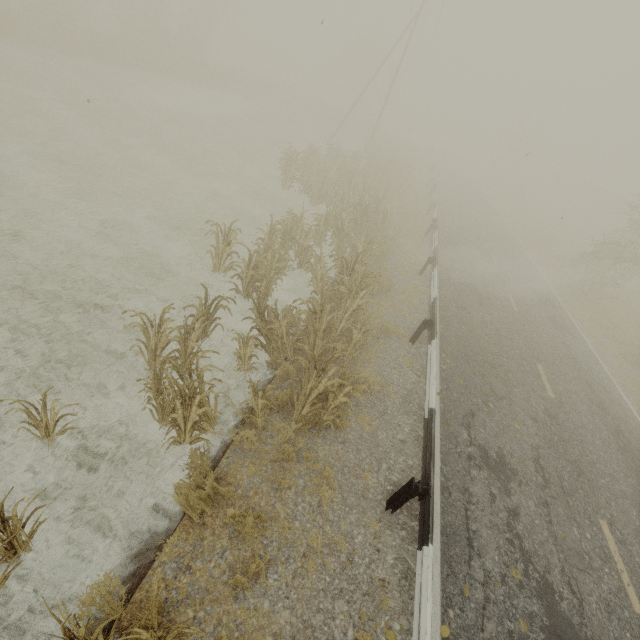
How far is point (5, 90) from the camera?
14.4 meters

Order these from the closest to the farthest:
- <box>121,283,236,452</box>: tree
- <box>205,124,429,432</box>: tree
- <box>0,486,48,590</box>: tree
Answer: <box>0,486,48,590</box>: tree
<box>121,283,236,452</box>: tree
<box>205,124,429,432</box>: tree

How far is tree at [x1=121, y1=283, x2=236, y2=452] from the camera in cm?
485

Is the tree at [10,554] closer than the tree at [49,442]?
Yes

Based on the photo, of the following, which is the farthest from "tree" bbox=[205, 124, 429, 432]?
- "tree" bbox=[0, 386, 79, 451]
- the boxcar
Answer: the boxcar

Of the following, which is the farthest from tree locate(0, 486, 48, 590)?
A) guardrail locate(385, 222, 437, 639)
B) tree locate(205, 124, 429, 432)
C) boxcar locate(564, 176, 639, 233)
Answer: boxcar locate(564, 176, 639, 233)

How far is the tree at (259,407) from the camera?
5.34m

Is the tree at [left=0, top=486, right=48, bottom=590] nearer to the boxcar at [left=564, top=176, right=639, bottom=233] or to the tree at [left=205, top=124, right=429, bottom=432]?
the tree at [left=205, top=124, right=429, bottom=432]
